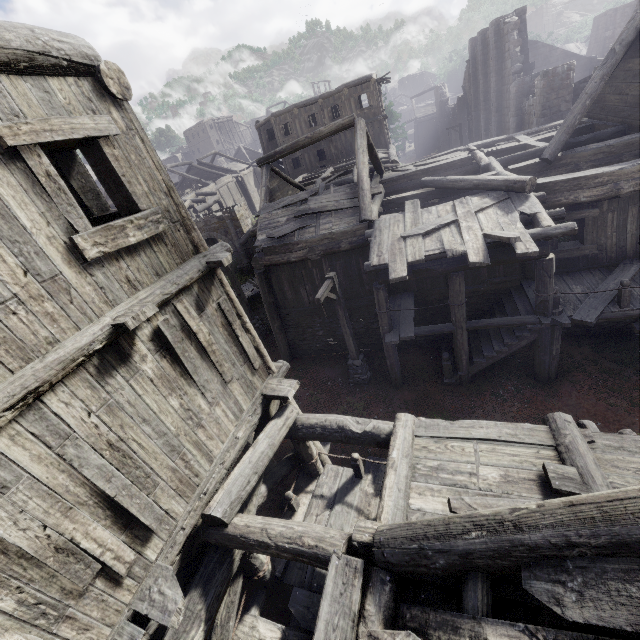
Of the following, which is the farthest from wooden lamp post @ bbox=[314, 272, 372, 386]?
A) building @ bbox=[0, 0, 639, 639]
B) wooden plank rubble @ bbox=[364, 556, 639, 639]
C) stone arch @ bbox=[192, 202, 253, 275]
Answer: stone arch @ bbox=[192, 202, 253, 275]

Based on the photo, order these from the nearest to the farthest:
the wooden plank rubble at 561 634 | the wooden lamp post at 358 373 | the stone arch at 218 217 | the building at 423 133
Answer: the wooden plank rubble at 561 634 < the wooden lamp post at 358 373 < the stone arch at 218 217 < the building at 423 133

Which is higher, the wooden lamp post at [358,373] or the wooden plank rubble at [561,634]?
the wooden plank rubble at [561,634]

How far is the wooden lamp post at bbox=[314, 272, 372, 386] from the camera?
10.2 meters

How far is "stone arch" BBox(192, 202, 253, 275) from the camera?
24.2m

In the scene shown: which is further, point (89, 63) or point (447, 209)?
point (447, 209)

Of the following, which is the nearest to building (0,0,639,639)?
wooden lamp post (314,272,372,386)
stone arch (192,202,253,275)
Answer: stone arch (192,202,253,275)
